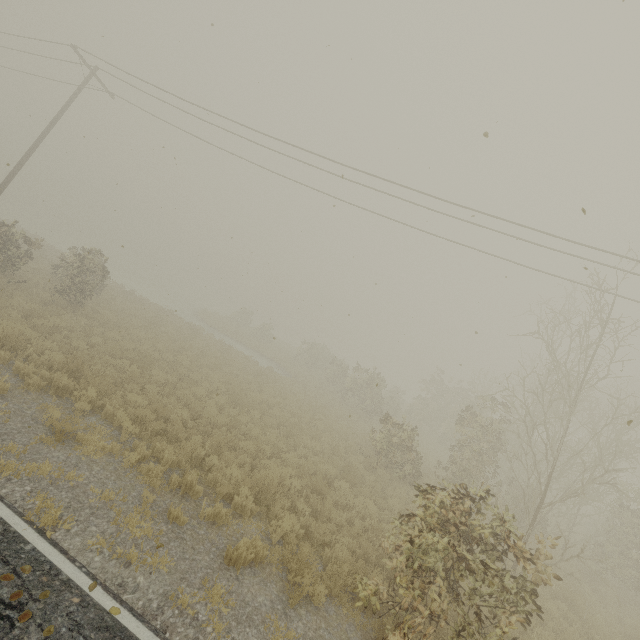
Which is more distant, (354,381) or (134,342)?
(354,381)
